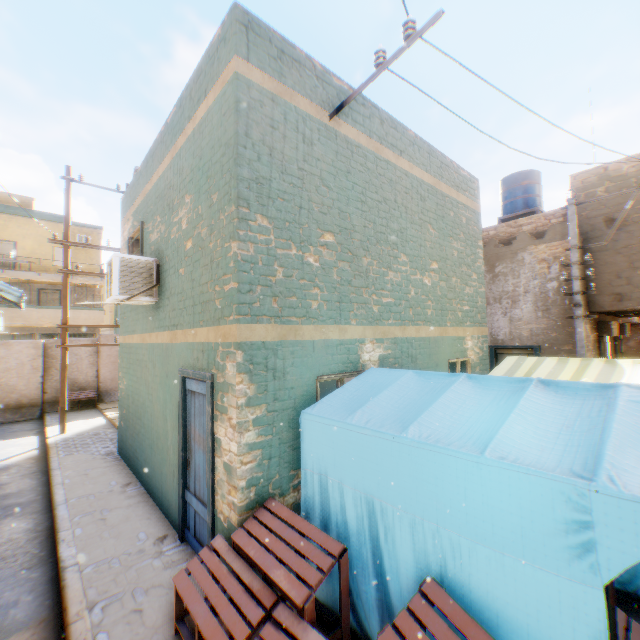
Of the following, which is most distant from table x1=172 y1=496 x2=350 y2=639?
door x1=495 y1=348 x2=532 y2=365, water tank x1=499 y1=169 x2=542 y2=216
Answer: water tank x1=499 y1=169 x2=542 y2=216

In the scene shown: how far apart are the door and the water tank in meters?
6.5 m

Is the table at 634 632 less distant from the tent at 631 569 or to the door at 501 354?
the tent at 631 569

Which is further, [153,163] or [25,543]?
[153,163]

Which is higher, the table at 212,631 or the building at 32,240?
the building at 32,240

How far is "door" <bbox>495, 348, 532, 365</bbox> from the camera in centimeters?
1076cm

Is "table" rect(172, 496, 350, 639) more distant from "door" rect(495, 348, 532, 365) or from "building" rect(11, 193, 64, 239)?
"door" rect(495, 348, 532, 365)

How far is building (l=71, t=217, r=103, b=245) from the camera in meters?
23.3
